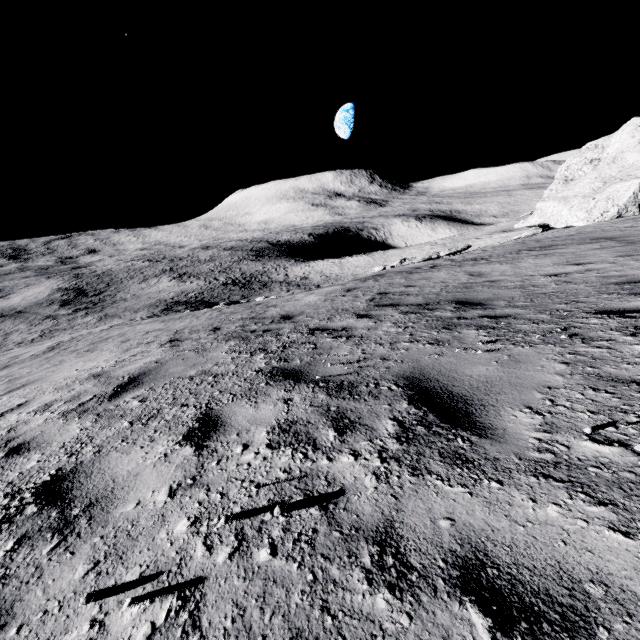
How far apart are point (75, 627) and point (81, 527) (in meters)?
0.69
